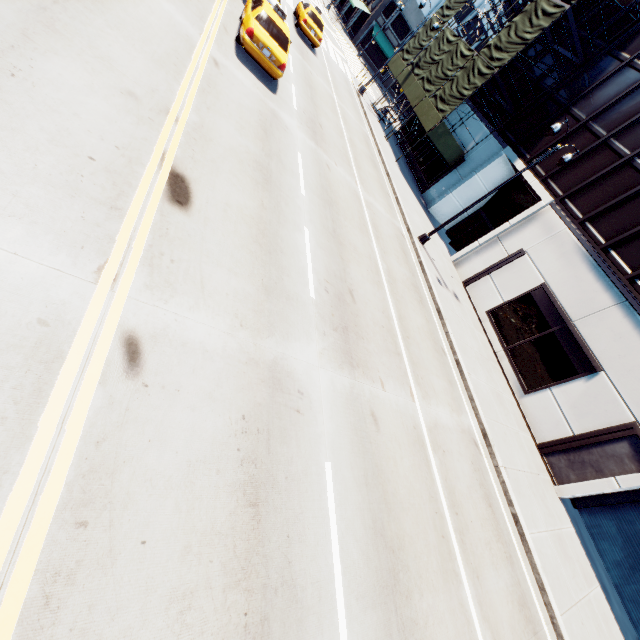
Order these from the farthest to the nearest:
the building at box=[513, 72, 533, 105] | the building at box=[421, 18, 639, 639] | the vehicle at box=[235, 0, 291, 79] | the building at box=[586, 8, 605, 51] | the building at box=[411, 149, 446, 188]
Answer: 1. the building at box=[411, 149, 446, 188]
2. the building at box=[513, 72, 533, 105]
3. the building at box=[586, 8, 605, 51]
4. the building at box=[421, 18, 639, 639]
5. the vehicle at box=[235, 0, 291, 79]

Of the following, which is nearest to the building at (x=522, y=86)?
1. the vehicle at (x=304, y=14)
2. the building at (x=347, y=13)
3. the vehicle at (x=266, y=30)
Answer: the vehicle at (x=304, y=14)

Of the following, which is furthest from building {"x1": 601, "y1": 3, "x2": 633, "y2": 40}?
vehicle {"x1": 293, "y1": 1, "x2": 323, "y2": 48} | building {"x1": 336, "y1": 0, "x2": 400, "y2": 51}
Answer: building {"x1": 336, "y1": 0, "x2": 400, "y2": 51}

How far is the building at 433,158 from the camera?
26.0m

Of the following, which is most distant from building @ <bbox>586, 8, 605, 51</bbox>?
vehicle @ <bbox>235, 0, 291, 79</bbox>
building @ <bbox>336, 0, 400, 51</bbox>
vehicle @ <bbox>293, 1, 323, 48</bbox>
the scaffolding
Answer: building @ <bbox>336, 0, 400, 51</bbox>

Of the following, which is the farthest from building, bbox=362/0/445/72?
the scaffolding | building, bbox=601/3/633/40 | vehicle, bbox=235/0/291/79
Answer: vehicle, bbox=235/0/291/79

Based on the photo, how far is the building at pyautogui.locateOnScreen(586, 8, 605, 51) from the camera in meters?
19.8

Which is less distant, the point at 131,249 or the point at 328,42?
the point at 131,249
